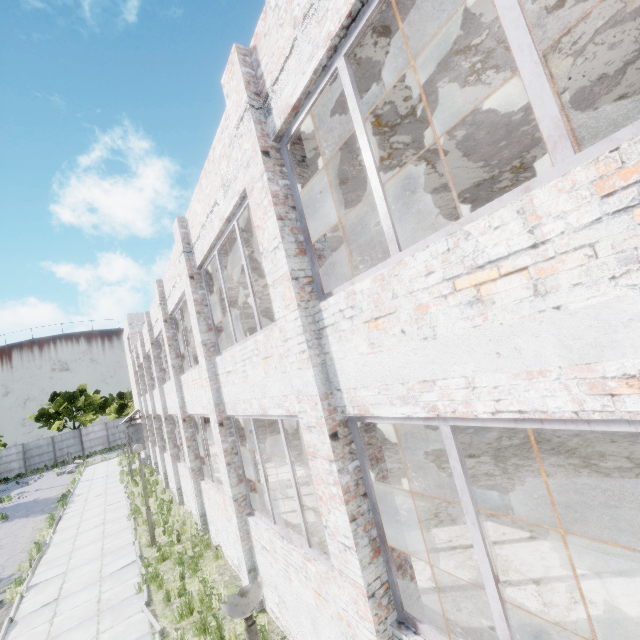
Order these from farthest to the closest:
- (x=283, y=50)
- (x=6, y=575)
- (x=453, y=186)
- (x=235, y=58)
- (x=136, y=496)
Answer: (x=136, y=496) < (x=6, y=575) < (x=453, y=186) < (x=235, y=58) < (x=283, y=50)
